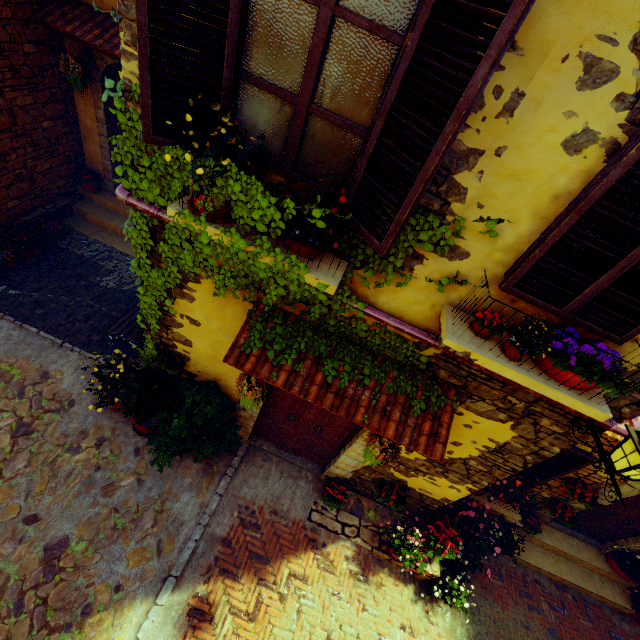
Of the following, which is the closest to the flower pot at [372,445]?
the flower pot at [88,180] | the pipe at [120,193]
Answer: the pipe at [120,193]

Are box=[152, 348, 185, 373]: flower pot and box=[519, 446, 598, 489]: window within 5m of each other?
no

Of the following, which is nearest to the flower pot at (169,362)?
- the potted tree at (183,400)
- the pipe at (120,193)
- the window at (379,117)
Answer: the potted tree at (183,400)

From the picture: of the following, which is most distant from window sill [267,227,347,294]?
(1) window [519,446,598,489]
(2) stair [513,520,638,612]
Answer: (2) stair [513,520,638,612]

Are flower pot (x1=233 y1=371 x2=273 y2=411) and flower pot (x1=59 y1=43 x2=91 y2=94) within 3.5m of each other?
no

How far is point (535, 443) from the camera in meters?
3.8

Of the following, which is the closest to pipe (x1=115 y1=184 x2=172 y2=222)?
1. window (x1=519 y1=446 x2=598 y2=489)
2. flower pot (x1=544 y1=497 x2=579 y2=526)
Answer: window (x1=519 y1=446 x2=598 y2=489)

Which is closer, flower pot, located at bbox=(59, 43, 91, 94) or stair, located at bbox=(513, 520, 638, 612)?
flower pot, located at bbox=(59, 43, 91, 94)
